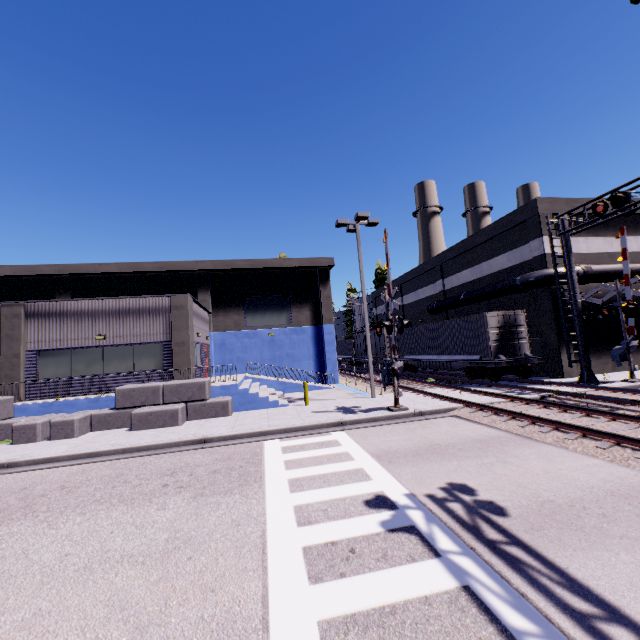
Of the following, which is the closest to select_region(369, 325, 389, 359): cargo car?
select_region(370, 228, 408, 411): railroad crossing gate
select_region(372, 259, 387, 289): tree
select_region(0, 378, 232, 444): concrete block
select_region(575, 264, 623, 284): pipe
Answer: select_region(575, 264, 623, 284): pipe

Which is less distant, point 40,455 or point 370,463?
point 370,463

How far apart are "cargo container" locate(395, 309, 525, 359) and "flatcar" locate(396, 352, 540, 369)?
0.0m

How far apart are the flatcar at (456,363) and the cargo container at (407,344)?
0.0 meters

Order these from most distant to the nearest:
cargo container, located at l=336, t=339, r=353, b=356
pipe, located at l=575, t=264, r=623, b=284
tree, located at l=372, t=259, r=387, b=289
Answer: tree, located at l=372, t=259, r=387, b=289, cargo container, located at l=336, t=339, r=353, b=356, pipe, located at l=575, t=264, r=623, b=284

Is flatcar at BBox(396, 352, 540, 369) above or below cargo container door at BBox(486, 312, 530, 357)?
below

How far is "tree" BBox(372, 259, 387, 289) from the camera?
50.9 meters

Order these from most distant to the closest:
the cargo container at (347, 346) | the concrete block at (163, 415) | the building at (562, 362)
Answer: the cargo container at (347, 346), the building at (562, 362), the concrete block at (163, 415)
